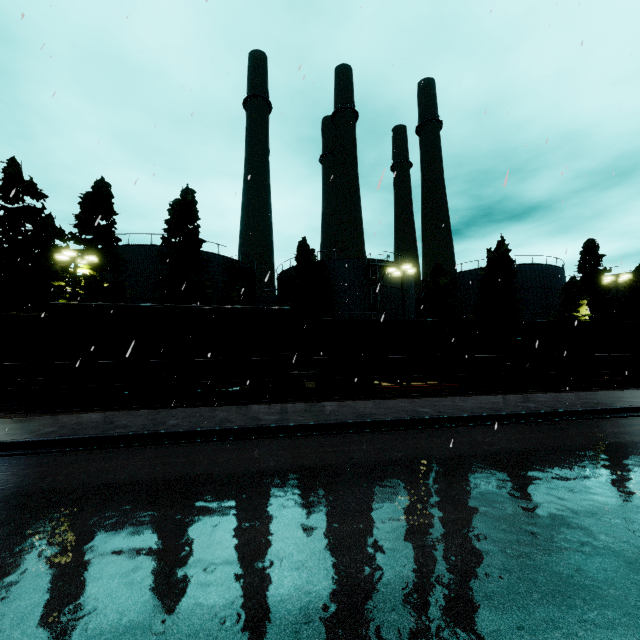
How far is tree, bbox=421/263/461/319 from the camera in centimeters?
3275cm

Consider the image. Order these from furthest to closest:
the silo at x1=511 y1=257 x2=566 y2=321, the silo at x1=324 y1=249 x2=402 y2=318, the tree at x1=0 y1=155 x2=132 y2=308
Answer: the silo at x1=511 y1=257 x2=566 y2=321 → the silo at x1=324 y1=249 x2=402 y2=318 → the tree at x1=0 y1=155 x2=132 y2=308

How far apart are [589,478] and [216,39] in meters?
18.1 m

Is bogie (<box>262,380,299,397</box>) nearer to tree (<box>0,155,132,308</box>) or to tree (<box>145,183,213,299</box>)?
tree (<box>145,183,213,299</box>)

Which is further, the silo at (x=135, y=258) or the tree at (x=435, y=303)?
the tree at (x=435, y=303)

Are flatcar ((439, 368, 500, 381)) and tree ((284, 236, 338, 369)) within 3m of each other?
no

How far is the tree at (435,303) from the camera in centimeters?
3275cm

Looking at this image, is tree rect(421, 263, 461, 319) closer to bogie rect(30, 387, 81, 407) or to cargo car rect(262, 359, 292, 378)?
cargo car rect(262, 359, 292, 378)
